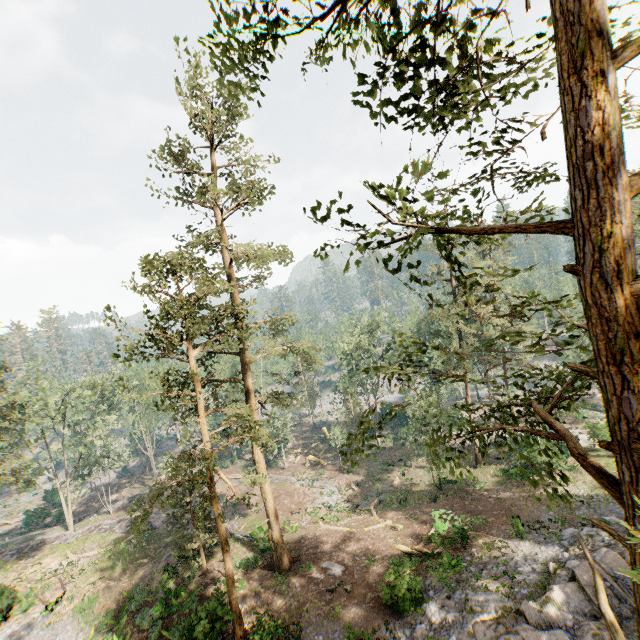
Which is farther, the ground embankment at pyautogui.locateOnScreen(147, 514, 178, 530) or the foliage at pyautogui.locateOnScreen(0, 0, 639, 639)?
the ground embankment at pyautogui.locateOnScreen(147, 514, 178, 530)

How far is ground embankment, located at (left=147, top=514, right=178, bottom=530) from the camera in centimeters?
3018cm

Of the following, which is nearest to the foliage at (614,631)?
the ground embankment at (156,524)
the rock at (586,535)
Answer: the rock at (586,535)

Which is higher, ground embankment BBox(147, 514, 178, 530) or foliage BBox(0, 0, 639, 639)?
foliage BBox(0, 0, 639, 639)

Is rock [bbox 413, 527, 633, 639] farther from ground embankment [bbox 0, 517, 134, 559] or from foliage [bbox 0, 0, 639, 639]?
ground embankment [bbox 0, 517, 134, 559]

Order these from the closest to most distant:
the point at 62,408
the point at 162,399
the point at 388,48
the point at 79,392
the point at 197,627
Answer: the point at 388,48 < the point at 197,627 < the point at 162,399 < the point at 79,392 < the point at 62,408

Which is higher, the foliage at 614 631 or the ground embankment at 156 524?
the foliage at 614 631

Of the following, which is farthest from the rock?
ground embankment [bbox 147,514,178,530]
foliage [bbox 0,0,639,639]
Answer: ground embankment [bbox 147,514,178,530]
